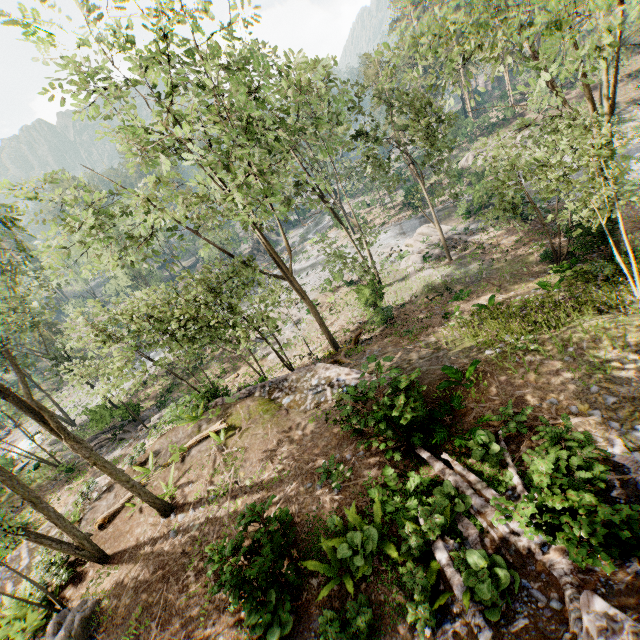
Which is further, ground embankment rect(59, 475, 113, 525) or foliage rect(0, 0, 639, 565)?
ground embankment rect(59, 475, 113, 525)

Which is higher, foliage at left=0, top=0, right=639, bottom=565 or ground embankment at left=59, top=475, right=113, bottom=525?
foliage at left=0, top=0, right=639, bottom=565

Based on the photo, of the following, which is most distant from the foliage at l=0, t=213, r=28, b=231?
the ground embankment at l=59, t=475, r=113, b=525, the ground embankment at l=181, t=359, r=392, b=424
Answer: the ground embankment at l=181, t=359, r=392, b=424

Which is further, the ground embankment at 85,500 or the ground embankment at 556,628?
the ground embankment at 85,500

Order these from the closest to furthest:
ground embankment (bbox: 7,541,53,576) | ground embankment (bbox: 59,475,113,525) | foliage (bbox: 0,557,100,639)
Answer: foliage (bbox: 0,557,100,639) → ground embankment (bbox: 7,541,53,576) → ground embankment (bbox: 59,475,113,525)

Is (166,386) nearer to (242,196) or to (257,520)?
(242,196)

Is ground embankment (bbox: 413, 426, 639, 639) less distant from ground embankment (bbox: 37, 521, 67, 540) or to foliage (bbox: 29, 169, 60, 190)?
foliage (bbox: 29, 169, 60, 190)

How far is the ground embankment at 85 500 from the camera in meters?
14.8
